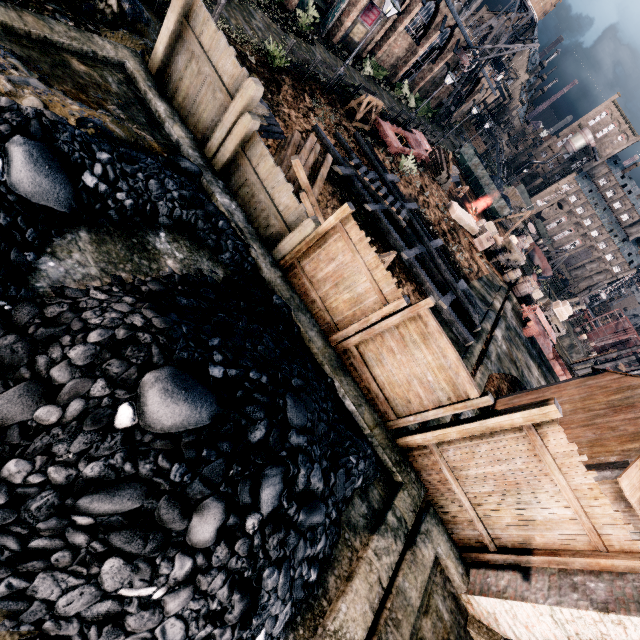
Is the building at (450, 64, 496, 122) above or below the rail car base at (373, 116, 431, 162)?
above

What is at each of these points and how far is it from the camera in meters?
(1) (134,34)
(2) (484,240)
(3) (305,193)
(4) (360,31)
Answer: (1) stone debris, 9.2
(2) wooden crate, 26.4
(3) wooden beam, 8.9
(4) building, 28.7

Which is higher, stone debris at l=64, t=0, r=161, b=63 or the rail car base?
the rail car base

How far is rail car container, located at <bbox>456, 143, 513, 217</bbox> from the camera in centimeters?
4250cm

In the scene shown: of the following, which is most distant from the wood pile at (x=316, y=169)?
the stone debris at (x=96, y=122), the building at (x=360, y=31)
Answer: the building at (x=360, y=31)

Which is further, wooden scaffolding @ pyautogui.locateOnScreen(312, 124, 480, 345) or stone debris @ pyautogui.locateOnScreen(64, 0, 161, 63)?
wooden scaffolding @ pyautogui.locateOnScreen(312, 124, 480, 345)

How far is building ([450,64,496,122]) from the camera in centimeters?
4978cm

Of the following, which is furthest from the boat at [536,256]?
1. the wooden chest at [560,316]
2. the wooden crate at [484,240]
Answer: the wooden crate at [484,240]
